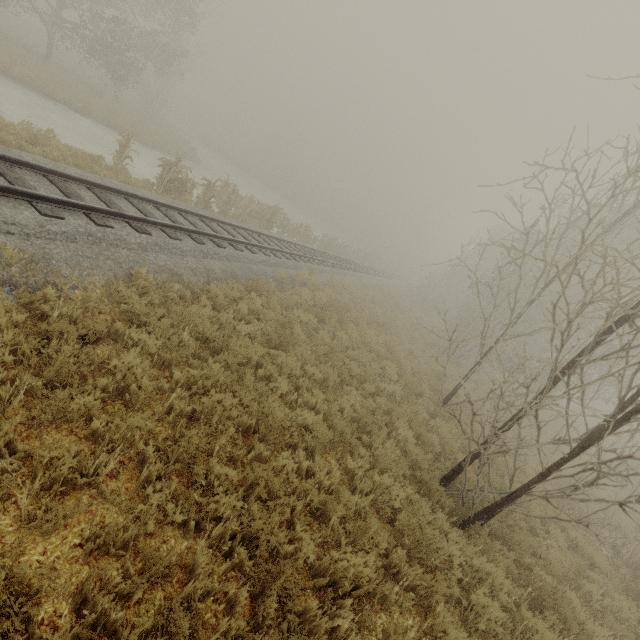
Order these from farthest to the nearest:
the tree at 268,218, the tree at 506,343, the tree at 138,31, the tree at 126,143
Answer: the tree at 138,31
the tree at 268,218
the tree at 126,143
the tree at 506,343

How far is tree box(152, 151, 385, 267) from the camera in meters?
13.3 m

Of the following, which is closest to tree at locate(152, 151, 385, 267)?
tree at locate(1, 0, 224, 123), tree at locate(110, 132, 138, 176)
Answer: tree at locate(110, 132, 138, 176)

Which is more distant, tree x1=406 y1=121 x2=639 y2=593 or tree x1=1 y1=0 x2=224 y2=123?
tree x1=1 y1=0 x2=224 y2=123

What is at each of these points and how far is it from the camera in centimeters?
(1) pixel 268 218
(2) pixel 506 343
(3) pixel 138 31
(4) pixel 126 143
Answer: (1) tree, 2059cm
(2) tree, 1923cm
(3) tree, 2383cm
(4) tree, 1195cm

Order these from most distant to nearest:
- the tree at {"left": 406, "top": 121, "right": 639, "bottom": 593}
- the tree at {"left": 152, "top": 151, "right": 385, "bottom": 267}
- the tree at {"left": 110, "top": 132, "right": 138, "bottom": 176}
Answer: the tree at {"left": 152, "top": 151, "right": 385, "bottom": 267}, the tree at {"left": 110, "top": 132, "right": 138, "bottom": 176}, the tree at {"left": 406, "top": 121, "right": 639, "bottom": 593}

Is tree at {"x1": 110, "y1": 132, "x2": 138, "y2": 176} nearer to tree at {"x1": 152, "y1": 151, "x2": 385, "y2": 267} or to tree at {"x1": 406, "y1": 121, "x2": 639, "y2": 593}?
tree at {"x1": 152, "y1": 151, "x2": 385, "y2": 267}

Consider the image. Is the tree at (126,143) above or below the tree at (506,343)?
below
